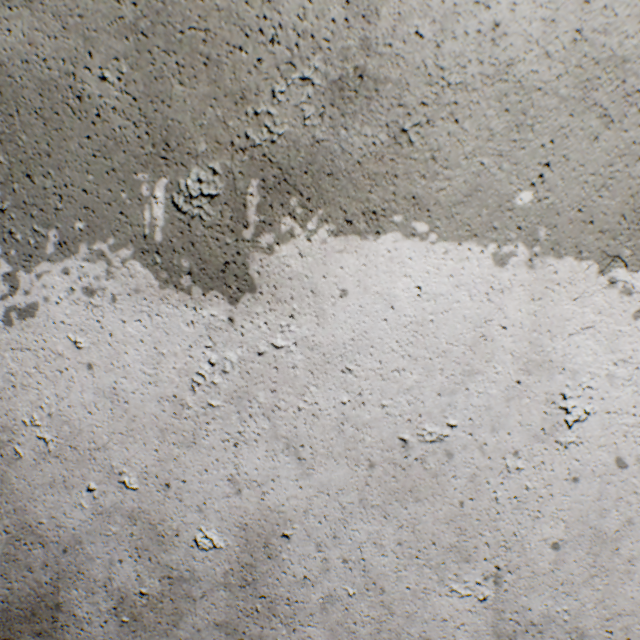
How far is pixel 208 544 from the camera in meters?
0.7 m
